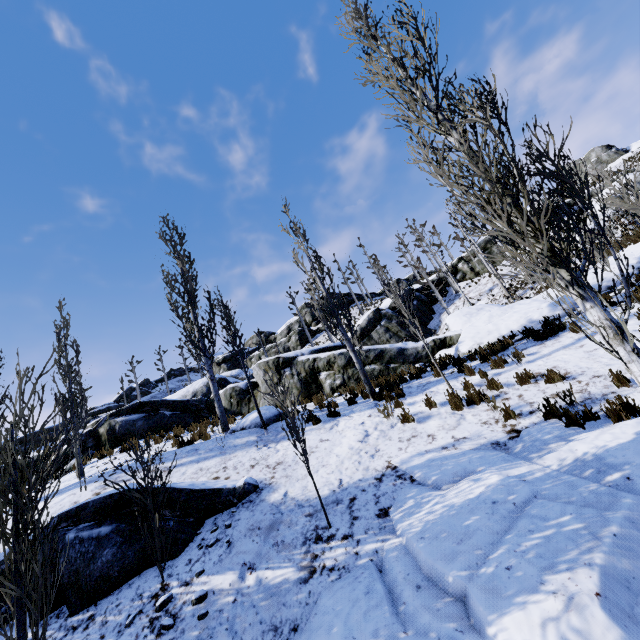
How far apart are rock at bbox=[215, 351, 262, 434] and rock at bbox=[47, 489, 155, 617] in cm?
1667

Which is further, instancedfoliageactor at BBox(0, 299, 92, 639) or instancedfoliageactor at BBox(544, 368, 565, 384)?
instancedfoliageactor at BBox(544, 368, 565, 384)

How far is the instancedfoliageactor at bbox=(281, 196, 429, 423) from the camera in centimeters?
895cm

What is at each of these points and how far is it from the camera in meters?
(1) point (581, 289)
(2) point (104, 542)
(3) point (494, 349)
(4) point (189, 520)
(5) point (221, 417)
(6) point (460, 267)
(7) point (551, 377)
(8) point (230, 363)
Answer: (1) instancedfoliageactor, 3.9 m
(2) rock, 5.5 m
(3) instancedfoliageactor, 10.2 m
(4) rock, 6.1 m
(5) instancedfoliageactor, 11.1 m
(6) rock, 32.4 m
(7) instancedfoliageactor, 6.9 m
(8) rock, 52.7 m

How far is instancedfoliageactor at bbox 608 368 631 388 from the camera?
5.9 meters

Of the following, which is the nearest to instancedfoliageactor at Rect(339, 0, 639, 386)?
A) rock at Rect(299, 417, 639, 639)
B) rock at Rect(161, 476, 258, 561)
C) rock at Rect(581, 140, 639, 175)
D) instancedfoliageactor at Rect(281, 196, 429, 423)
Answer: rock at Rect(299, 417, 639, 639)

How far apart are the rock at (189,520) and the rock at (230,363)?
16.7 meters
